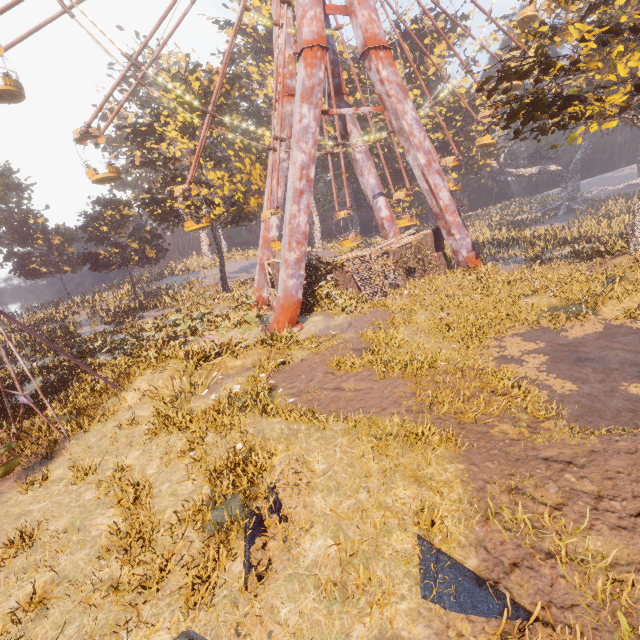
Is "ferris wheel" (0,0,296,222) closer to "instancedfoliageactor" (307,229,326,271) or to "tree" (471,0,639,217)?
"instancedfoliageactor" (307,229,326,271)

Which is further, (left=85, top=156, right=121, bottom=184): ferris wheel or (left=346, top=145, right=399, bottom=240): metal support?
(left=346, top=145, right=399, bottom=240): metal support

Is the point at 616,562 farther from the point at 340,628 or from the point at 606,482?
the point at 340,628

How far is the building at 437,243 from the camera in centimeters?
2252cm

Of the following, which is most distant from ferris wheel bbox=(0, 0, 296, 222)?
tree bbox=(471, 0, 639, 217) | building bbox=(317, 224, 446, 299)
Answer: tree bbox=(471, 0, 639, 217)

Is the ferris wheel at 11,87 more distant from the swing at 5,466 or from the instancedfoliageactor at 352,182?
the swing at 5,466

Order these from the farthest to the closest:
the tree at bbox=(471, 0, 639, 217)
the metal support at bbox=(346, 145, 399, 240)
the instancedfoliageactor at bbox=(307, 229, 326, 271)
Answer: the metal support at bbox=(346, 145, 399, 240) < the instancedfoliageactor at bbox=(307, 229, 326, 271) < the tree at bbox=(471, 0, 639, 217)

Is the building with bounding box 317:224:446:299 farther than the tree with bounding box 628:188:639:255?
Yes
